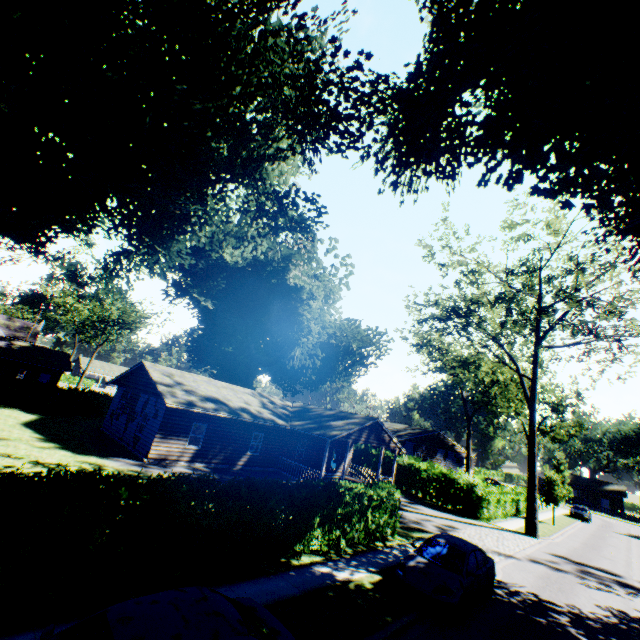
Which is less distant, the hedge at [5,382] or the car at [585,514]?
the hedge at [5,382]

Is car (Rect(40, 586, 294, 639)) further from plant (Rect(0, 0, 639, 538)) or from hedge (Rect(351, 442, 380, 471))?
plant (Rect(0, 0, 639, 538))

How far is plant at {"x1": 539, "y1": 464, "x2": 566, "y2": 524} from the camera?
31.2 meters

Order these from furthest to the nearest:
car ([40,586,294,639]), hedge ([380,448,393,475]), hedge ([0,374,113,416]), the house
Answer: hedge ([380,448,393,475]), hedge ([0,374,113,416]), the house, car ([40,586,294,639])

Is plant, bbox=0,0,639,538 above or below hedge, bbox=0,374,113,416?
above

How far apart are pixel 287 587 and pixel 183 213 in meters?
18.6

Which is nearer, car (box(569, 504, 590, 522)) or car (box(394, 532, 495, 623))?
car (box(394, 532, 495, 623))

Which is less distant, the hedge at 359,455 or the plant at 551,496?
the plant at 551,496
